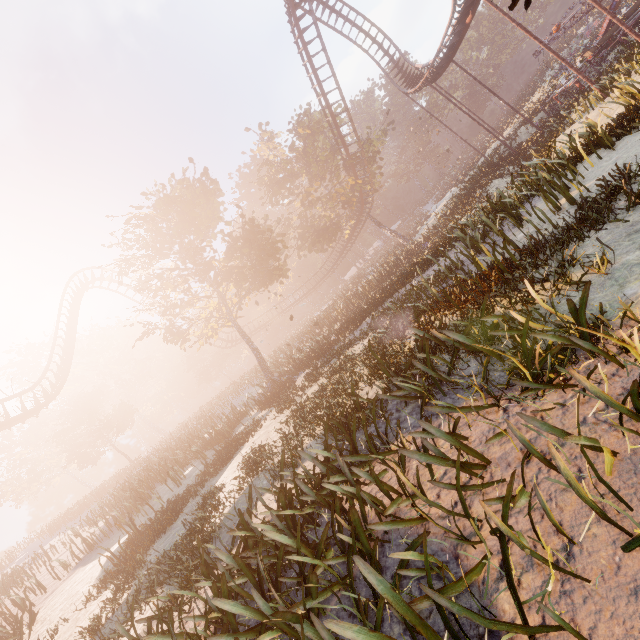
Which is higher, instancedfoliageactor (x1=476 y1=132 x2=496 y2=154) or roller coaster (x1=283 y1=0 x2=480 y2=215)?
roller coaster (x1=283 y1=0 x2=480 y2=215)

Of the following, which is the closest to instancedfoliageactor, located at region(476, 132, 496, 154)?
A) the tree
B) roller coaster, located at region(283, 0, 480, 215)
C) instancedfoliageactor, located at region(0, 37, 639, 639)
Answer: the tree

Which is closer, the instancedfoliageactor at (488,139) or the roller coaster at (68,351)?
the roller coaster at (68,351)

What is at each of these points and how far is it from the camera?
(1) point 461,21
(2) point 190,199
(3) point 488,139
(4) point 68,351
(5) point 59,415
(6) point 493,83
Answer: (1) roller coaster, 19.6 meters
(2) tree, 21.3 meters
(3) instancedfoliageactor, 47.5 meters
(4) roller coaster, 25.8 meters
(5) instancedfoliageactor, 40.4 meters
(6) instancedfoliageactor, 57.7 meters

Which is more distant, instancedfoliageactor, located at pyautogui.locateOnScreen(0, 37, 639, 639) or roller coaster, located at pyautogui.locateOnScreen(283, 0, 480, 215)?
roller coaster, located at pyautogui.locateOnScreen(283, 0, 480, 215)

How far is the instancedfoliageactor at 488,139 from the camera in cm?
4072

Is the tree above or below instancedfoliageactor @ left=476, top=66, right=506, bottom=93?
above

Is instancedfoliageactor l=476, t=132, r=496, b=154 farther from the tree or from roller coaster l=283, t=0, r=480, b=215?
roller coaster l=283, t=0, r=480, b=215
